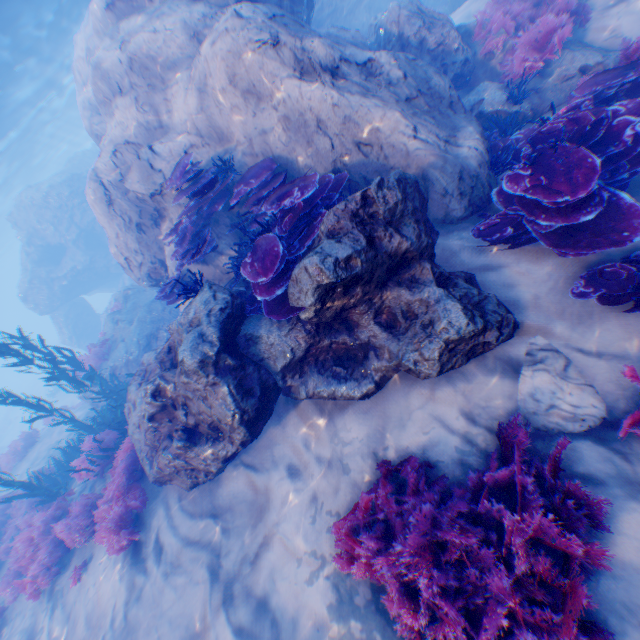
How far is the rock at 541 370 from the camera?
3.3 meters

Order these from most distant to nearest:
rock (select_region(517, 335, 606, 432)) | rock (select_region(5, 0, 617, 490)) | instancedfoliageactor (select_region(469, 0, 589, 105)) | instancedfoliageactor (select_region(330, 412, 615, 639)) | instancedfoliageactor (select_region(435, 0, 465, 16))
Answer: instancedfoliageactor (select_region(435, 0, 465, 16)) → instancedfoliageactor (select_region(469, 0, 589, 105)) → rock (select_region(5, 0, 617, 490)) → rock (select_region(517, 335, 606, 432)) → instancedfoliageactor (select_region(330, 412, 615, 639))

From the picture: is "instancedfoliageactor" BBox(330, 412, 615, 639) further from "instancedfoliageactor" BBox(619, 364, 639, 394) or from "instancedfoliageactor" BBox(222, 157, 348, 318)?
"instancedfoliageactor" BBox(222, 157, 348, 318)

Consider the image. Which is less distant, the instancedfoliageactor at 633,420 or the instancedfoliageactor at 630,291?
the instancedfoliageactor at 633,420

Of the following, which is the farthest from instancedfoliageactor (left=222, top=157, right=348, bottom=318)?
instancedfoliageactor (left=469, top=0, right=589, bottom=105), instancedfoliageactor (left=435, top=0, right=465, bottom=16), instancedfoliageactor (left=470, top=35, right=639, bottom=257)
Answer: instancedfoliageactor (left=435, top=0, right=465, bottom=16)

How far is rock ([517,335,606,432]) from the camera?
3.29m

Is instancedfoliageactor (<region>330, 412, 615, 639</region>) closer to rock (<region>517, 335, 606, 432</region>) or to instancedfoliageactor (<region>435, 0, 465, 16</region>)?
rock (<region>517, 335, 606, 432</region>)

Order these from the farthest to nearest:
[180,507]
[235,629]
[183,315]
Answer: [180,507] → [183,315] → [235,629]
